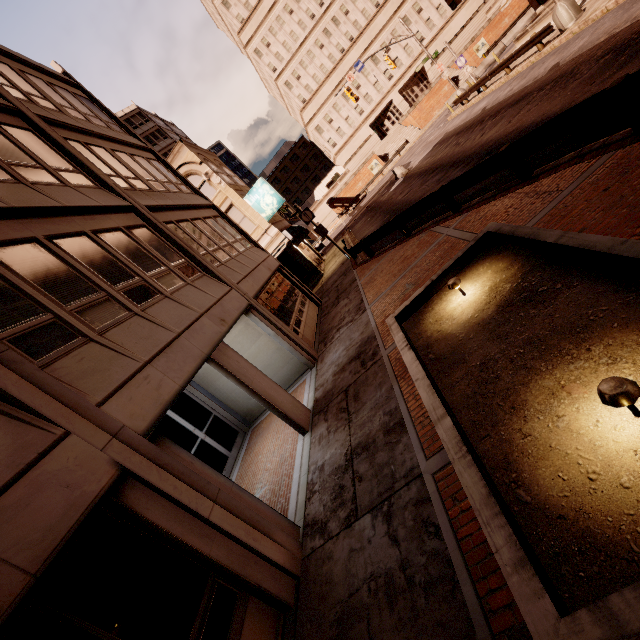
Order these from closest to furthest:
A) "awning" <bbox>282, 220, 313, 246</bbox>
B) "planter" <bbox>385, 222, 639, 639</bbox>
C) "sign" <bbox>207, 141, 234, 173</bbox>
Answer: "planter" <bbox>385, 222, 639, 639</bbox> → "awning" <bbox>282, 220, 313, 246</bbox> → "sign" <bbox>207, 141, 234, 173</bbox>

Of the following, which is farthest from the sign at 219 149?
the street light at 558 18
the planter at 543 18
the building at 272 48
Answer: the street light at 558 18

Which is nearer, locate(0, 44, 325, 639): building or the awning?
locate(0, 44, 325, 639): building

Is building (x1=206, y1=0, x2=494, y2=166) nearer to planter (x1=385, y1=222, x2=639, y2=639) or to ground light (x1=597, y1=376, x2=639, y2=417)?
planter (x1=385, y1=222, x2=639, y2=639)

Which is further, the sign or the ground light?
the sign

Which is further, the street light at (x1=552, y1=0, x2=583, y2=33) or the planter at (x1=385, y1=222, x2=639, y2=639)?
the street light at (x1=552, y1=0, x2=583, y2=33)

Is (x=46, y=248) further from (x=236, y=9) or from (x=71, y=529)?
(x=236, y=9)

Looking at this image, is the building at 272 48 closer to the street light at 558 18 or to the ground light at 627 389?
the street light at 558 18
